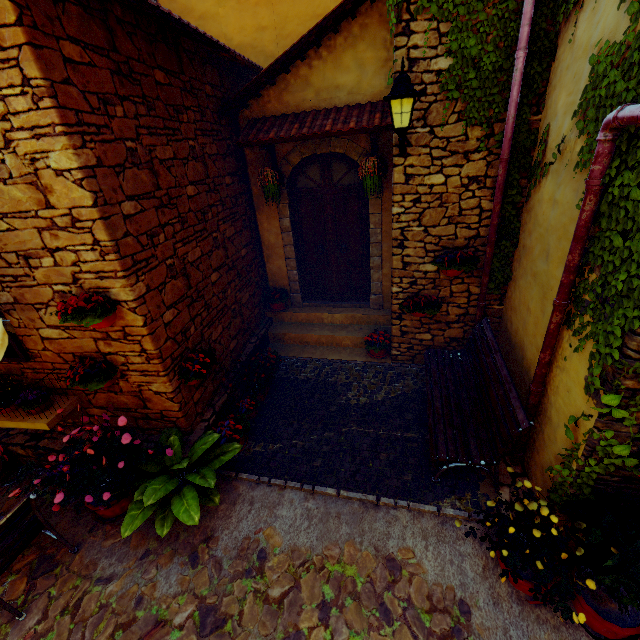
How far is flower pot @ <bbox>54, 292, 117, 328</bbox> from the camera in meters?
3.2 m

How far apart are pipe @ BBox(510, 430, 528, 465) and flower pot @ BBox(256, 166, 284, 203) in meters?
4.2 m

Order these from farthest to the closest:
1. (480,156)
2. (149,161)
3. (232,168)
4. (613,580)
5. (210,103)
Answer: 1. (232,168)
2. (210,103)
3. (480,156)
4. (149,161)
5. (613,580)

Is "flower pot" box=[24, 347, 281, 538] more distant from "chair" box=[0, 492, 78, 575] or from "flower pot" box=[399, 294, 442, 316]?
"flower pot" box=[399, 294, 442, 316]

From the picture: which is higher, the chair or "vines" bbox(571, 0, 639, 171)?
"vines" bbox(571, 0, 639, 171)

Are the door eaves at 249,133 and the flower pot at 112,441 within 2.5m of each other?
no

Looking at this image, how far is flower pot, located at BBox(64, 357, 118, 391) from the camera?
3.63m

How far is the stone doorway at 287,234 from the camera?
5.3 meters
